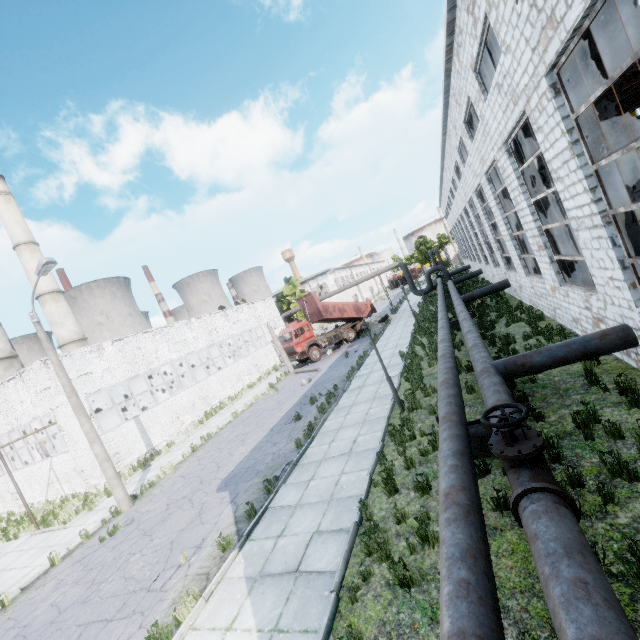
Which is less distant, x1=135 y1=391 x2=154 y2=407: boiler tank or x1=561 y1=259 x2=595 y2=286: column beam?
x1=561 y1=259 x2=595 y2=286: column beam

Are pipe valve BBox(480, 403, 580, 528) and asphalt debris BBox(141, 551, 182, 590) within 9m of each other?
yes

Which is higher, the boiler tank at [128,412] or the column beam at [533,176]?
the column beam at [533,176]

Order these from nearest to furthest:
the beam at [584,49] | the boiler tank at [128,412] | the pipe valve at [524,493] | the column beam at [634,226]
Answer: the pipe valve at [524,493], the beam at [584,49], the column beam at [634,226], the boiler tank at [128,412]

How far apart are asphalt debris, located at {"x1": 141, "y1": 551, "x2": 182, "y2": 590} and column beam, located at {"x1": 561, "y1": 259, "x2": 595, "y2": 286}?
13.9m

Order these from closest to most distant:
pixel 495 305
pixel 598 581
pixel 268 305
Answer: pixel 598 581
pixel 495 305
pixel 268 305

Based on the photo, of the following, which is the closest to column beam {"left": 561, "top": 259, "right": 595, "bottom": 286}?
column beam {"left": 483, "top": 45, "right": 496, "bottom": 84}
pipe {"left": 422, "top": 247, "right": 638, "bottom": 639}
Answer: column beam {"left": 483, "top": 45, "right": 496, "bottom": 84}

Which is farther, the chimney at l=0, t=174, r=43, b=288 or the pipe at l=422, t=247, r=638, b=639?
the chimney at l=0, t=174, r=43, b=288
